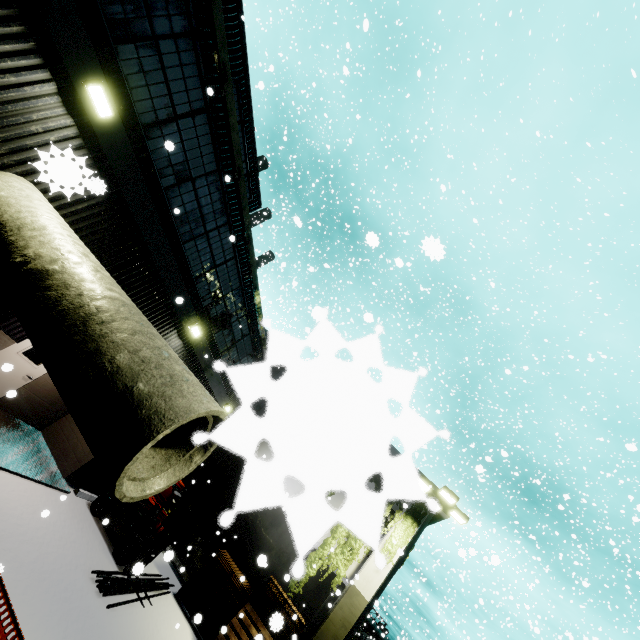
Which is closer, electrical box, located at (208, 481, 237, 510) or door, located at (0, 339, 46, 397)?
door, located at (0, 339, 46, 397)

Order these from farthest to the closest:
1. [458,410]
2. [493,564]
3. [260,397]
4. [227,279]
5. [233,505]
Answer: [233,505] < [260,397] < [458,410] < [227,279] < [493,564]

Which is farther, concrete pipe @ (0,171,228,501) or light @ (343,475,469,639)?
light @ (343,475,469,639)

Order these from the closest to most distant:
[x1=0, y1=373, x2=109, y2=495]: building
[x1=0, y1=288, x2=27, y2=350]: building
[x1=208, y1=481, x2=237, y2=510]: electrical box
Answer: [x1=0, y1=288, x2=27, y2=350]: building, [x1=0, y1=373, x2=109, y2=495]: building, [x1=208, y1=481, x2=237, y2=510]: electrical box

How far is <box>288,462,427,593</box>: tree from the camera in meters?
0.2

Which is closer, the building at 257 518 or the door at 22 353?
the building at 257 518

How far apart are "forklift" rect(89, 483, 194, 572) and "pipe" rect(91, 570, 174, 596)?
0.05m

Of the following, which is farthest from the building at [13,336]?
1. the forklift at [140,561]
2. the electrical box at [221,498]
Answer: the forklift at [140,561]
